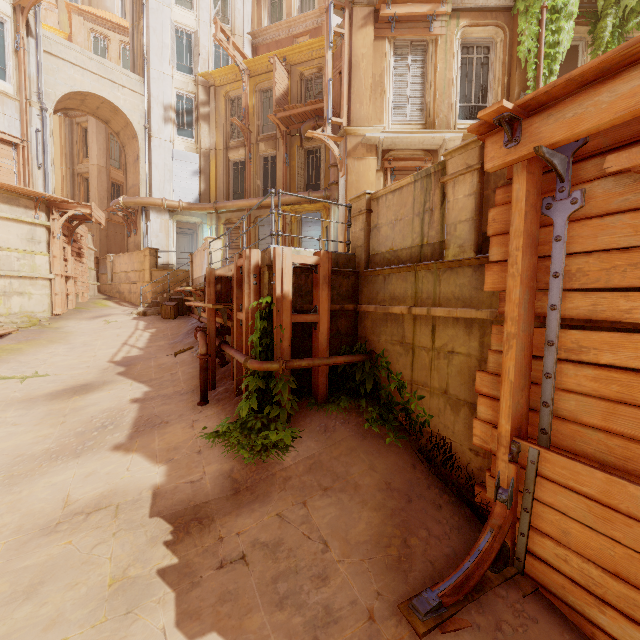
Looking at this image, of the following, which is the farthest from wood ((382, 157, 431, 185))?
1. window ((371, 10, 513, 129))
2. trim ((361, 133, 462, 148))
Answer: window ((371, 10, 513, 129))

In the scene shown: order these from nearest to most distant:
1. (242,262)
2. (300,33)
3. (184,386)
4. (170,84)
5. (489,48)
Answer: (242,262), (184,386), (489,48), (170,84), (300,33)

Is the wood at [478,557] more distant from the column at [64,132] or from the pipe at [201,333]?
the column at [64,132]

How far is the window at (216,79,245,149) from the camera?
19.9 meters

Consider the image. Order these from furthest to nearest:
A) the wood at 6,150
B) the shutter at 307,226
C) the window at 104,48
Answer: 1. the window at 104,48
2. the shutter at 307,226
3. the wood at 6,150

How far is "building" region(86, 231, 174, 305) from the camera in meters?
17.9 m

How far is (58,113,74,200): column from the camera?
24.9m
